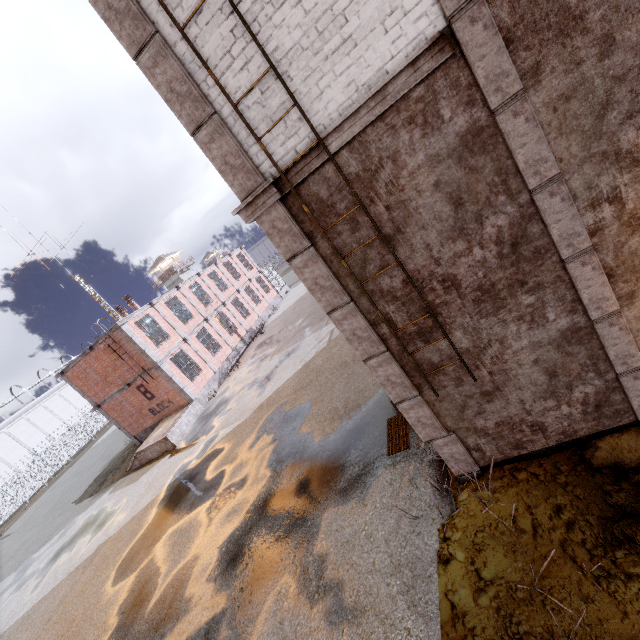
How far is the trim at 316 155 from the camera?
3.96m

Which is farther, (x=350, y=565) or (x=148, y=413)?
(x=148, y=413)

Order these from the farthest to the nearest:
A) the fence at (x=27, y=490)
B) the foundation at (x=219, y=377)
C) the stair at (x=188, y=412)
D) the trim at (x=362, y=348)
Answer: the fence at (x=27, y=490) → the foundation at (x=219, y=377) → the stair at (x=188, y=412) → the trim at (x=362, y=348)

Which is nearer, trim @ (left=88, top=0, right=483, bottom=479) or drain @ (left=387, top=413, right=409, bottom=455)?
trim @ (left=88, top=0, right=483, bottom=479)

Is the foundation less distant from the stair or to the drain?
the stair

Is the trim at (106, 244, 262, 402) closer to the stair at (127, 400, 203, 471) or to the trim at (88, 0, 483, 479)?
the stair at (127, 400, 203, 471)

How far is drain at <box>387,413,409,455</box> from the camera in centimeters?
741cm

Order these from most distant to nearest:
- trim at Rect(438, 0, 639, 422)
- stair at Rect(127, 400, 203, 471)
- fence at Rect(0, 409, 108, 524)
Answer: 1. fence at Rect(0, 409, 108, 524)
2. stair at Rect(127, 400, 203, 471)
3. trim at Rect(438, 0, 639, 422)
